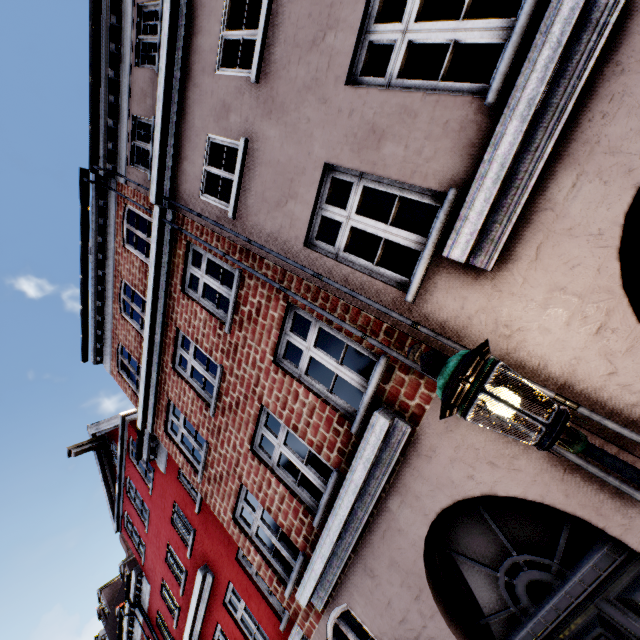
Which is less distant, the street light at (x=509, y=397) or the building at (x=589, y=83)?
the street light at (x=509, y=397)

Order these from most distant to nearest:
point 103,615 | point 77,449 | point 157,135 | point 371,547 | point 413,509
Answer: point 103,615, point 77,449, point 157,135, point 371,547, point 413,509

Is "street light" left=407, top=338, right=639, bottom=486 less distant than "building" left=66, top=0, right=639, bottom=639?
Yes
